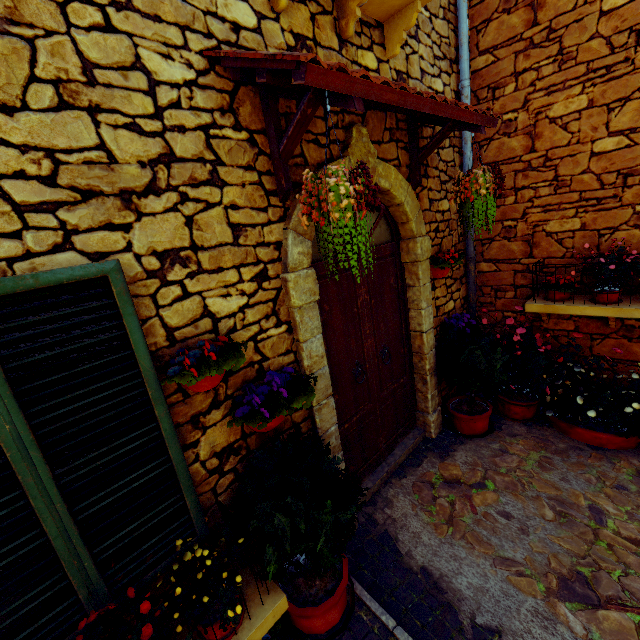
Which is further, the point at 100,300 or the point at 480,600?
the point at 480,600

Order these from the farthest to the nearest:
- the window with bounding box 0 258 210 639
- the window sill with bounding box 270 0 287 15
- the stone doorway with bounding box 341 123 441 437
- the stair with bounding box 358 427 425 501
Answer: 1. the stair with bounding box 358 427 425 501
2. the stone doorway with bounding box 341 123 441 437
3. the window sill with bounding box 270 0 287 15
4. the window with bounding box 0 258 210 639

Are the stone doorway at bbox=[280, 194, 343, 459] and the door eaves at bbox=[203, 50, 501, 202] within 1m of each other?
yes

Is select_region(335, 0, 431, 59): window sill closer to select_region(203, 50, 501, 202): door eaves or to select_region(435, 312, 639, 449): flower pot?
select_region(203, 50, 501, 202): door eaves

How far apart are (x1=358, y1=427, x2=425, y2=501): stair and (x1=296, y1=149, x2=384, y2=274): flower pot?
2.5m

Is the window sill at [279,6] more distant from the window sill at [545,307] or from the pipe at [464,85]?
the window sill at [545,307]

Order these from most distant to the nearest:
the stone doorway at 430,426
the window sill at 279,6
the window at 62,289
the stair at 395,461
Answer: the stair at 395,461 < the stone doorway at 430,426 < the window sill at 279,6 < the window at 62,289

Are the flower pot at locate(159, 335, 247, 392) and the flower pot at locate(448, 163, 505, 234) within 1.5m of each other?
no
